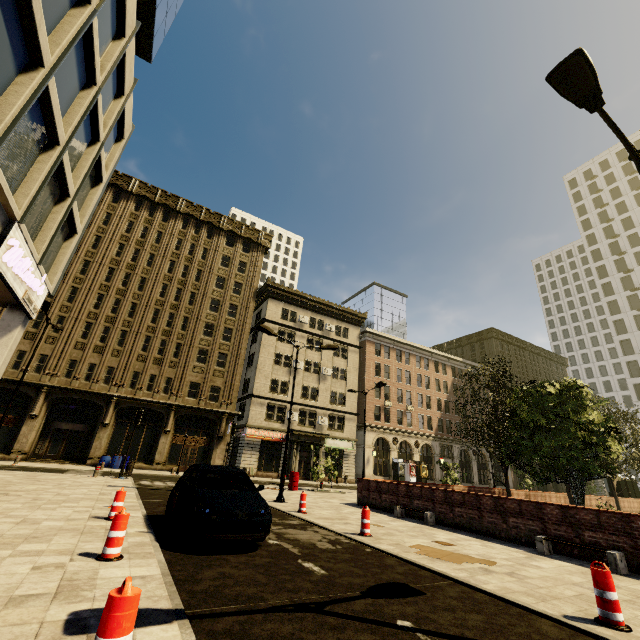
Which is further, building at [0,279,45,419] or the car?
building at [0,279,45,419]

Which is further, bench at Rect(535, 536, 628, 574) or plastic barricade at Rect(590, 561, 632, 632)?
bench at Rect(535, 536, 628, 574)

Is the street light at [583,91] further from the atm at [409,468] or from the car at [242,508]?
the atm at [409,468]

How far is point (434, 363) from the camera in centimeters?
5384cm

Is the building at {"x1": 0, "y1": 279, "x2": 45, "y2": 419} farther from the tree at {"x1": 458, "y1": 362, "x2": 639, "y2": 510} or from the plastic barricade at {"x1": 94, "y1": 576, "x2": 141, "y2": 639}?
the plastic barricade at {"x1": 94, "y1": 576, "x2": 141, "y2": 639}

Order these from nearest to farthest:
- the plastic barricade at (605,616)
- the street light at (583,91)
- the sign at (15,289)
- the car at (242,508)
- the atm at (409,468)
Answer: the plastic barricade at (605,616)
the street light at (583,91)
the car at (242,508)
the sign at (15,289)
the atm at (409,468)

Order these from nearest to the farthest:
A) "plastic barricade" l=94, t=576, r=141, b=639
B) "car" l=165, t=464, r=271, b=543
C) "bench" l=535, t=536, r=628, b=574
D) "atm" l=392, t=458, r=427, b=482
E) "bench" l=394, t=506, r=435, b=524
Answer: "plastic barricade" l=94, t=576, r=141, b=639 < "car" l=165, t=464, r=271, b=543 < "bench" l=535, t=536, r=628, b=574 < "bench" l=394, t=506, r=435, b=524 < "atm" l=392, t=458, r=427, b=482

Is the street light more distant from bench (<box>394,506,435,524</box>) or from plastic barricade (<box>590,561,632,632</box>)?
bench (<box>394,506,435,524</box>)
